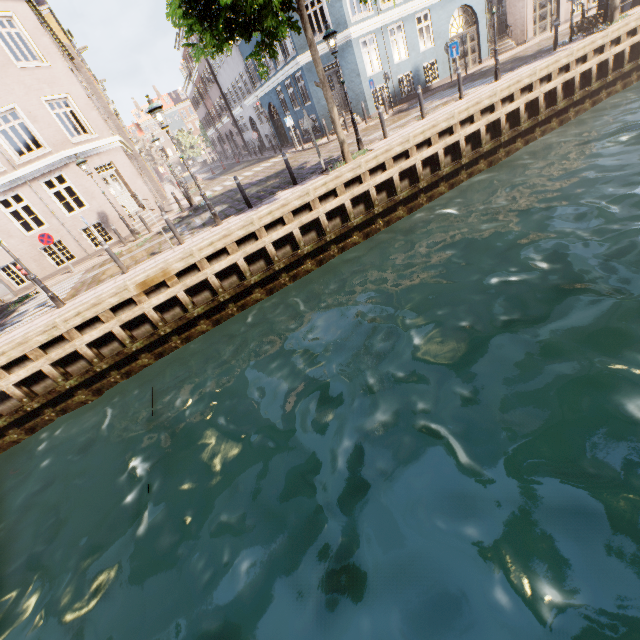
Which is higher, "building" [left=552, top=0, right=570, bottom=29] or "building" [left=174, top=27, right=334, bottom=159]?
"building" [left=174, top=27, right=334, bottom=159]

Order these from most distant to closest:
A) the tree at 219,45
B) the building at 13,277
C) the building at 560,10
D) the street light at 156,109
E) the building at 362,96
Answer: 1. the building at 560,10
2. the building at 362,96
3. the building at 13,277
4. the street light at 156,109
5. the tree at 219,45

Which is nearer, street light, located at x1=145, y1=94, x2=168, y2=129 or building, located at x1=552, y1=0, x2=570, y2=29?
street light, located at x1=145, y1=94, x2=168, y2=129

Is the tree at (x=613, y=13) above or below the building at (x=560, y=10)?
below

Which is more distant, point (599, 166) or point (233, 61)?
point (233, 61)

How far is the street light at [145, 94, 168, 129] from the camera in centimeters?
895cm

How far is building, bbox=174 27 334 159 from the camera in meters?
20.0 m

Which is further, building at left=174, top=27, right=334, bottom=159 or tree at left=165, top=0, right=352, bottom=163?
building at left=174, top=27, right=334, bottom=159
